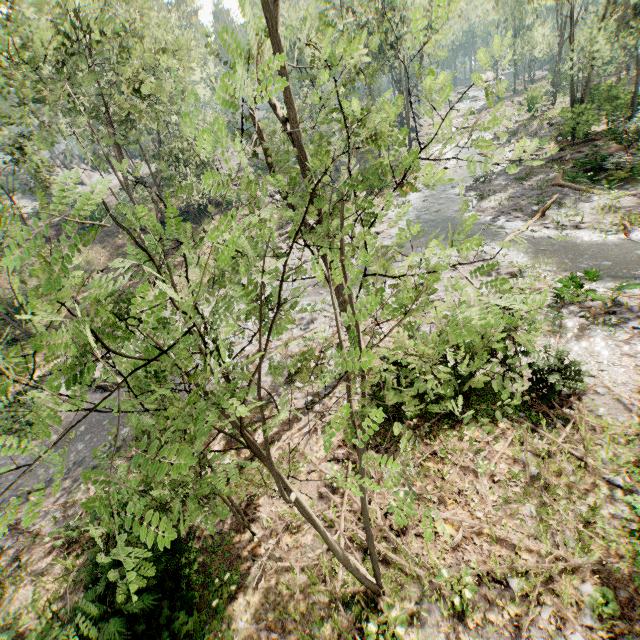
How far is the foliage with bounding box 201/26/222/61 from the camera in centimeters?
712cm

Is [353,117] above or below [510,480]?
above

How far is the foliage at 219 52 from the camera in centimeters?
712cm

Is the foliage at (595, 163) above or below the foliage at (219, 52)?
below

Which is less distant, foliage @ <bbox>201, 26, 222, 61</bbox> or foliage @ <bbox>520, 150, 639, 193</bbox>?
foliage @ <bbox>201, 26, 222, 61</bbox>

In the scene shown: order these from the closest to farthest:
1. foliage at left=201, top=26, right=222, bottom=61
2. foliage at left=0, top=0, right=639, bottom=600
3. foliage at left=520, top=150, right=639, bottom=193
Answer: foliage at left=0, top=0, right=639, bottom=600 → foliage at left=201, top=26, right=222, bottom=61 → foliage at left=520, top=150, right=639, bottom=193

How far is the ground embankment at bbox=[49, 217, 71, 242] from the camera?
37.2 meters
